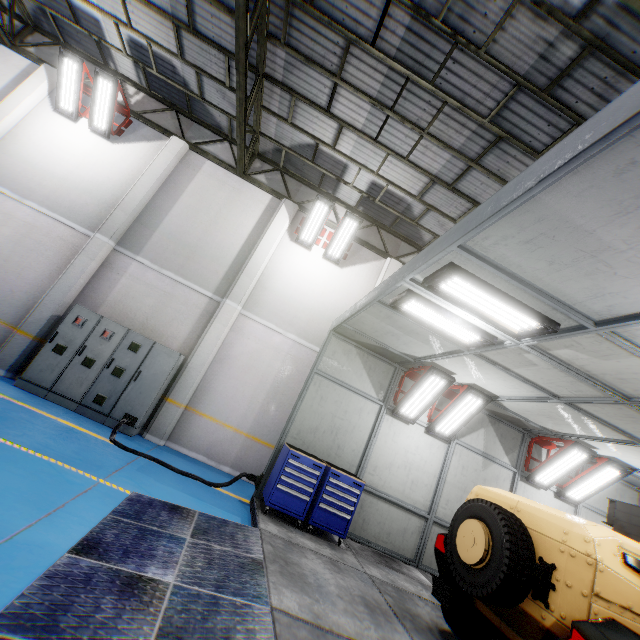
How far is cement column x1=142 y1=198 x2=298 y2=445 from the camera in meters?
8.2

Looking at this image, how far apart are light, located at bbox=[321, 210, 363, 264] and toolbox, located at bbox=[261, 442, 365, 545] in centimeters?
581cm

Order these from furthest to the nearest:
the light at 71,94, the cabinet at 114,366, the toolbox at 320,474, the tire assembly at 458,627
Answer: the light at 71,94 < the cabinet at 114,366 < the toolbox at 320,474 < the tire assembly at 458,627

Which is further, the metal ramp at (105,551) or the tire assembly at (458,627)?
the tire assembly at (458,627)

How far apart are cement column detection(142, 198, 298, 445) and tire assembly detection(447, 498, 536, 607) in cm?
668

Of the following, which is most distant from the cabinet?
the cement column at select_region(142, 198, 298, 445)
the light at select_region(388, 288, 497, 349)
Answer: the light at select_region(388, 288, 497, 349)

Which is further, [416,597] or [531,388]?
[531,388]

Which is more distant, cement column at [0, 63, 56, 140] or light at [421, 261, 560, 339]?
cement column at [0, 63, 56, 140]
